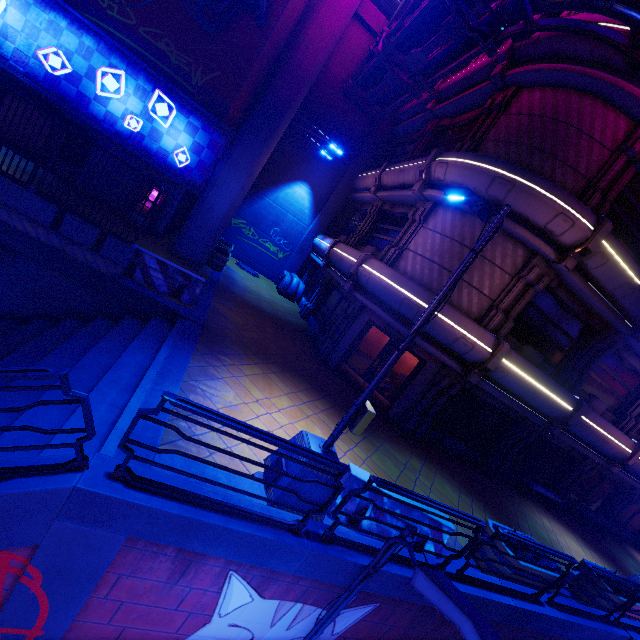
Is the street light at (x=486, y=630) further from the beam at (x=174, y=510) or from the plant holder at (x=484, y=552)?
the plant holder at (x=484, y=552)

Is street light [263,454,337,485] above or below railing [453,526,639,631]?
below

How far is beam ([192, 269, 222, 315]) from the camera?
10.4m

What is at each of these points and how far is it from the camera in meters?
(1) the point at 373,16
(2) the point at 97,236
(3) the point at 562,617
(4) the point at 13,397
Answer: (1) beam, 18.1 m
(2) fence, 8.3 m
(3) beam, 6.8 m
(4) stair, 5.4 m

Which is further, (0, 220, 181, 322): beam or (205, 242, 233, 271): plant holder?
(205, 242, 233, 271): plant holder

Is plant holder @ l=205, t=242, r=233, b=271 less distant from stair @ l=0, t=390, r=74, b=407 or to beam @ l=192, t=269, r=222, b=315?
beam @ l=192, t=269, r=222, b=315

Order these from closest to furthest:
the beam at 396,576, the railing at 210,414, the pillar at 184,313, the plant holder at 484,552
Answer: the railing at 210,414 < the beam at 396,576 < the plant holder at 484,552 < the pillar at 184,313

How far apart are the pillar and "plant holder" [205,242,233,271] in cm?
635
